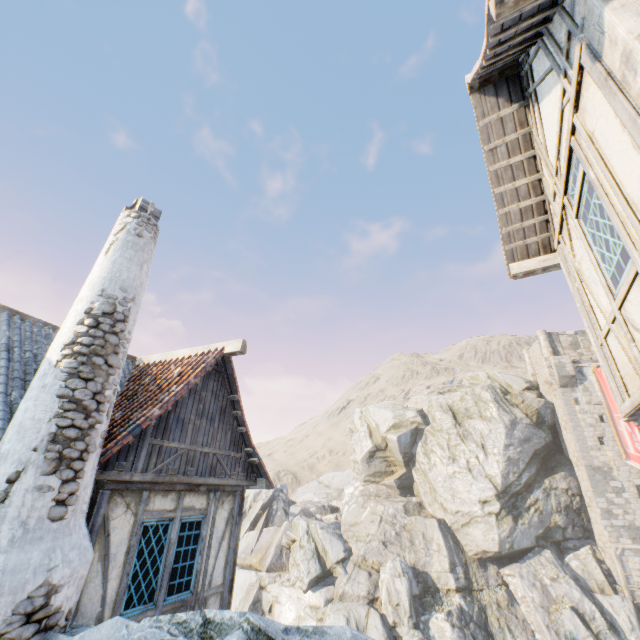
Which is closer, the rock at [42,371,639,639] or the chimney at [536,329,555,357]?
the rock at [42,371,639,639]

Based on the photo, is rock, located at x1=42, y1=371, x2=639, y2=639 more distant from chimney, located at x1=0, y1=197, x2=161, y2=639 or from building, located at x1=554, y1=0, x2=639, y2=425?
building, located at x1=554, y1=0, x2=639, y2=425

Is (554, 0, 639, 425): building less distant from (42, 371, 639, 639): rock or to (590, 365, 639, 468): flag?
(590, 365, 639, 468): flag

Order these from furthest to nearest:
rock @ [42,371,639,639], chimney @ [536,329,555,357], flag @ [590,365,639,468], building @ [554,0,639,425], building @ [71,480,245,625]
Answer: chimney @ [536,329,555,357], flag @ [590,365,639,468], rock @ [42,371,639,639], building @ [71,480,245,625], building @ [554,0,639,425]

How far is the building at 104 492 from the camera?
4.9 meters

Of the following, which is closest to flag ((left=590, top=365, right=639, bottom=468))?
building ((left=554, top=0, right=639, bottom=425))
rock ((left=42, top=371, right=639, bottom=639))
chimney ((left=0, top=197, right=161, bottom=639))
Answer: building ((left=554, top=0, right=639, bottom=425))

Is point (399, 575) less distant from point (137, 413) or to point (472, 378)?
point (472, 378)

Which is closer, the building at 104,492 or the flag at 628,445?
the building at 104,492
